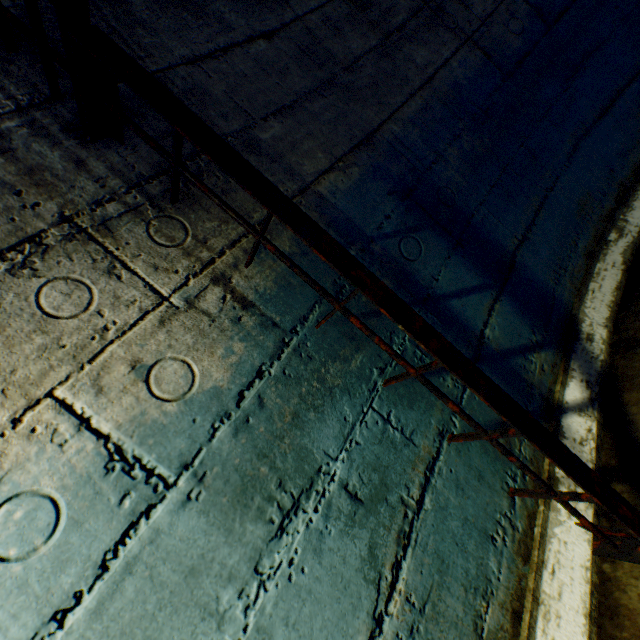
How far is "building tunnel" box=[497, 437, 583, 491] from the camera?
Result: 1.2m

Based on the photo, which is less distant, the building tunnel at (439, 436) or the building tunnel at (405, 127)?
the building tunnel at (439, 436)

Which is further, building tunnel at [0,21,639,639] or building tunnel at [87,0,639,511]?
building tunnel at [87,0,639,511]

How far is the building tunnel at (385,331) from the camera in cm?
117

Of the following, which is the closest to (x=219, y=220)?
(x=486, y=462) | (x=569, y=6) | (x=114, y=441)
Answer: (x=114, y=441)
